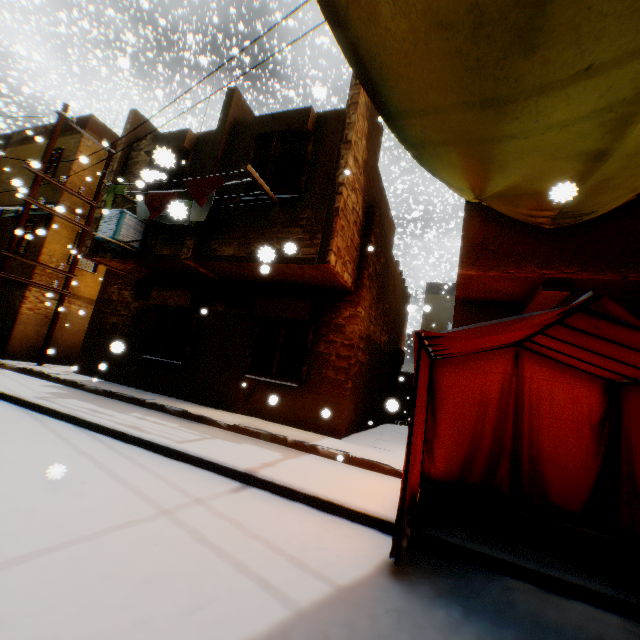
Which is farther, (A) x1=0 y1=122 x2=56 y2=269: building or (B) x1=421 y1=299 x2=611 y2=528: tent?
(A) x1=0 y1=122 x2=56 y2=269: building

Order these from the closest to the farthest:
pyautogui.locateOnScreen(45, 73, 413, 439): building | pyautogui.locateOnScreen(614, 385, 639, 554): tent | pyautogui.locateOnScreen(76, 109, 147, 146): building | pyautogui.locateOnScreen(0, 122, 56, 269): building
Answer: pyautogui.locateOnScreen(614, 385, 639, 554): tent < pyautogui.locateOnScreen(45, 73, 413, 439): building < pyautogui.locateOnScreen(76, 109, 147, 146): building < pyautogui.locateOnScreen(0, 122, 56, 269): building

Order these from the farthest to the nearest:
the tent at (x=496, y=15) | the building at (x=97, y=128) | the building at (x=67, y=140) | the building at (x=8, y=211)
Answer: the building at (x=67, y=140), the building at (x=8, y=211), the building at (x=97, y=128), the tent at (x=496, y=15)

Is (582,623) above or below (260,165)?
below

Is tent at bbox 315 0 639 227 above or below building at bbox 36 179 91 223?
below

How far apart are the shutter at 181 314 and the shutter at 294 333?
2.1 meters

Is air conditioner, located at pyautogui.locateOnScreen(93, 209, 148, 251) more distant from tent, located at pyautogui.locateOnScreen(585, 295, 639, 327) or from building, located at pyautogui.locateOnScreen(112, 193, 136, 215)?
tent, located at pyautogui.locateOnScreen(585, 295, 639, 327)

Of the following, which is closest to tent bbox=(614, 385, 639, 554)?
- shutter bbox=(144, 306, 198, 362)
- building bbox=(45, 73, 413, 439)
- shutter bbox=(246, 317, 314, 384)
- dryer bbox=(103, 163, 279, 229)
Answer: building bbox=(45, 73, 413, 439)
